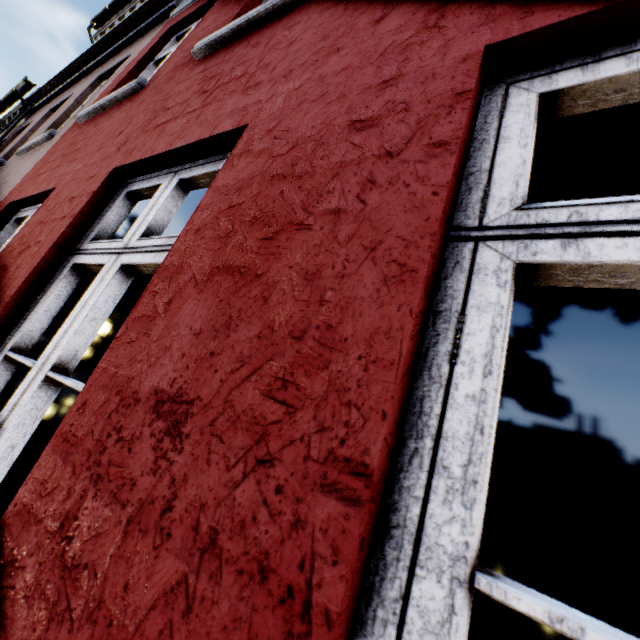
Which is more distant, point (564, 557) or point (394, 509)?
point (564, 557)
